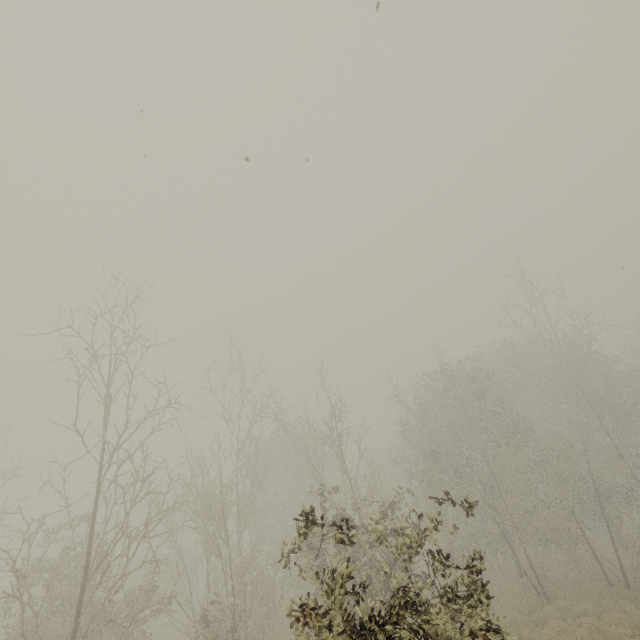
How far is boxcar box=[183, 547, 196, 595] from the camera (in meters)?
32.00

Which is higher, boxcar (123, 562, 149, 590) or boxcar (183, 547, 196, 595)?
boxcar (183, 547, 196, 595)

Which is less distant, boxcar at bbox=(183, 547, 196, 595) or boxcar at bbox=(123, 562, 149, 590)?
boxcar at bbox=(123, 562, 149, 590)

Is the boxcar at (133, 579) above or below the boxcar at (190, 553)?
below

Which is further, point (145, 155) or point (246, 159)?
point (145, 155)

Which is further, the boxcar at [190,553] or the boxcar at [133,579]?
the boxcar at [190,553]
